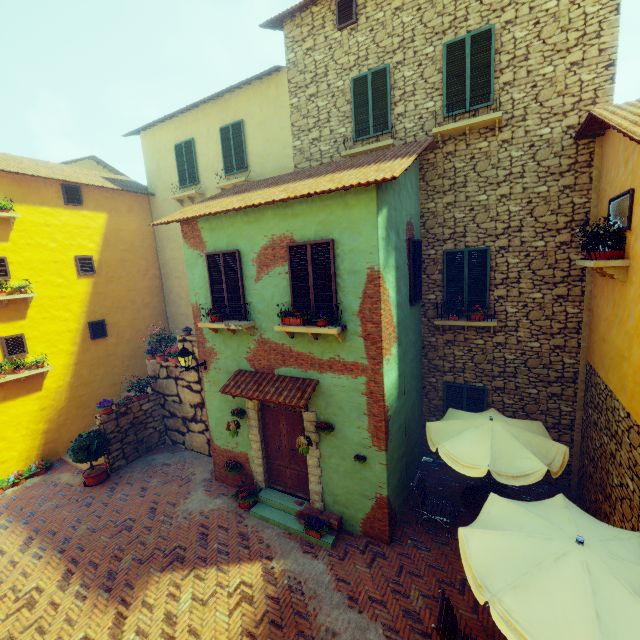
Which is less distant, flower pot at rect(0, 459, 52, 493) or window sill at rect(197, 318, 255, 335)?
window sill at rect(197, 318, 255, 335)

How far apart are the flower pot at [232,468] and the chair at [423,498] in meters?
4.6

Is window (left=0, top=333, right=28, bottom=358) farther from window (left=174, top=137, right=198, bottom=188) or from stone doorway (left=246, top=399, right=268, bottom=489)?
stone doorway (left=246, top=399, right=268, bottom=489)

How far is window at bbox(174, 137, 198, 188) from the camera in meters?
12.4

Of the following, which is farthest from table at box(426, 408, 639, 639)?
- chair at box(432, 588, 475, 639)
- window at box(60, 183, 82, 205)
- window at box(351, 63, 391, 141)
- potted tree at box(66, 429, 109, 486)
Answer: potted tree at box(66, 429, 109, 486)

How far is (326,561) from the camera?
6.89m

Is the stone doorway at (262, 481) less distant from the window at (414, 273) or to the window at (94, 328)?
the window at (414, 273)

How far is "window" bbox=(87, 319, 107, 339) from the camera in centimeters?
1230cm
